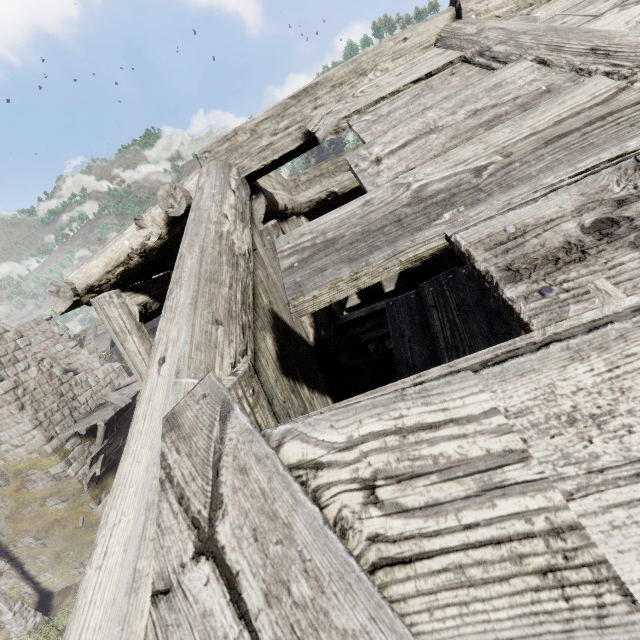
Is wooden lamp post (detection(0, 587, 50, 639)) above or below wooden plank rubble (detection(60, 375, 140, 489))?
below

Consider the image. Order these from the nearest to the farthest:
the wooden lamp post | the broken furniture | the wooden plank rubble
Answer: the broken furniture
the wooden lamp post
the wooden plank rubble

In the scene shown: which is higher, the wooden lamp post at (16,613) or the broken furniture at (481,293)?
the broken furniture at (481,293)

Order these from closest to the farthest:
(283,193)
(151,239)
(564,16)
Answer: (564,16), (151,239), (283,193)

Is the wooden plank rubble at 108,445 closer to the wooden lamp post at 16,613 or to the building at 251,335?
the building at 251,335

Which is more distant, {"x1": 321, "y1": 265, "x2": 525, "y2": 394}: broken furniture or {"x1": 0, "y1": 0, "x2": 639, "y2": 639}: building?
{"x1": 321, "y1": 265, "x2": 525, "y2": 394}: broken furniture

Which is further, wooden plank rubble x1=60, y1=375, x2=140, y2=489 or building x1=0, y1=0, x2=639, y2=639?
wooden plank rubble x1=60, y1=375, x2=140, y2=489

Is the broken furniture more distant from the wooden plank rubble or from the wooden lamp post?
the wooden lamp post
